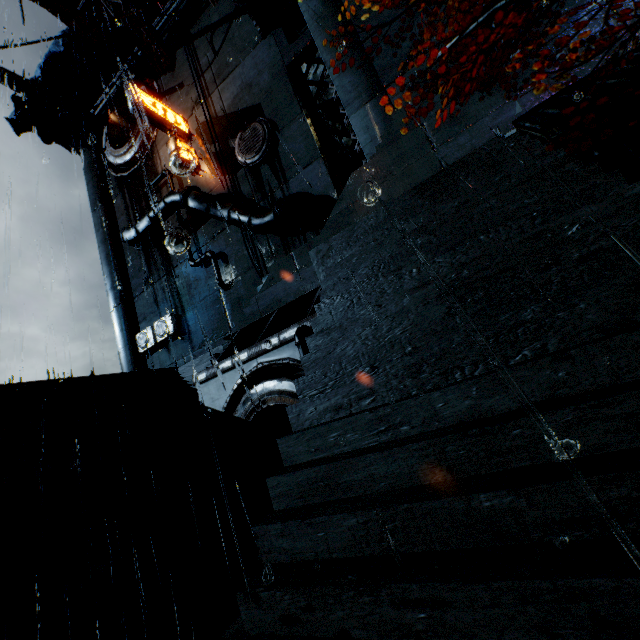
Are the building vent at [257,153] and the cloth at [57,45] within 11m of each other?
no

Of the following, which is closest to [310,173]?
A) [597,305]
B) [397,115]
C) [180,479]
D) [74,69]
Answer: [397,115]

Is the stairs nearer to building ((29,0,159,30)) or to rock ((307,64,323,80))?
building ((29,0,159,30))

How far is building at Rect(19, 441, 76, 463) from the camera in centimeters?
1110cm

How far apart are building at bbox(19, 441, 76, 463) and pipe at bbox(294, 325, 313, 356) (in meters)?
11.09

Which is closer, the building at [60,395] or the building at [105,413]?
the building at [60,395]

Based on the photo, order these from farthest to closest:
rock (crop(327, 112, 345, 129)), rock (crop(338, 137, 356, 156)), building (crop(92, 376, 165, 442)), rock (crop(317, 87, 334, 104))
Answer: rock (crop(338, 137, 356, 156))
rock (crop(327, 112, 345, 129))
rock (crop(317, 87, 334, 104))
building (crop(92, 376, 165, 442))
